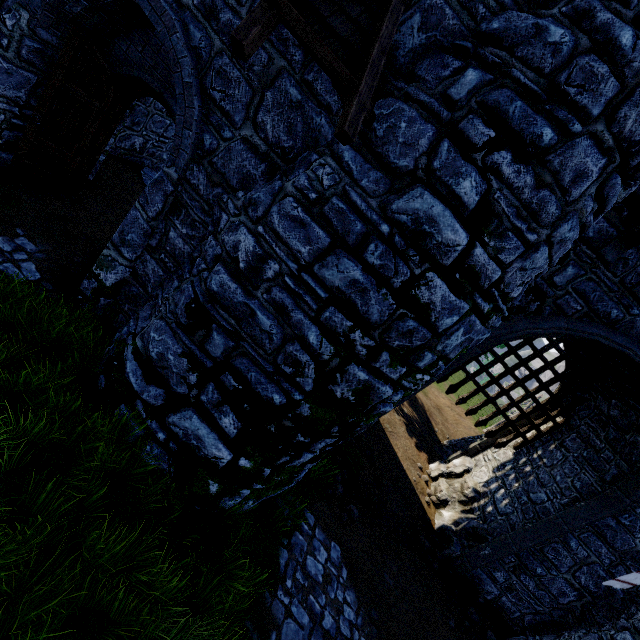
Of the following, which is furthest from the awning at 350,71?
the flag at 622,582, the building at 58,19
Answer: the flag at 622,582

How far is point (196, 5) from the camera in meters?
4.1 m

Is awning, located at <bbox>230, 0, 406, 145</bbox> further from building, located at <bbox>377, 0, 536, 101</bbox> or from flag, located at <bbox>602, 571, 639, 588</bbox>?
flag, located at <bbox>602, 571, 639, 588</bbox>

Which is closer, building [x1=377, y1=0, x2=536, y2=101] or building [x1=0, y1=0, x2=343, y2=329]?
building [x1=377, y1=0, x2=536, y2=101]

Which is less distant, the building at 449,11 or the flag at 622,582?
the building at 449,11

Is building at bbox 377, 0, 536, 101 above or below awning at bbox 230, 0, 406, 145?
above

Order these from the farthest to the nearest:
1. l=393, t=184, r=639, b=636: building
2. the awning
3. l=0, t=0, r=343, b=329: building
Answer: l=393, t=184, r=639, b=636: building, l=0, t=0, r=343, b=329: building, the awning
